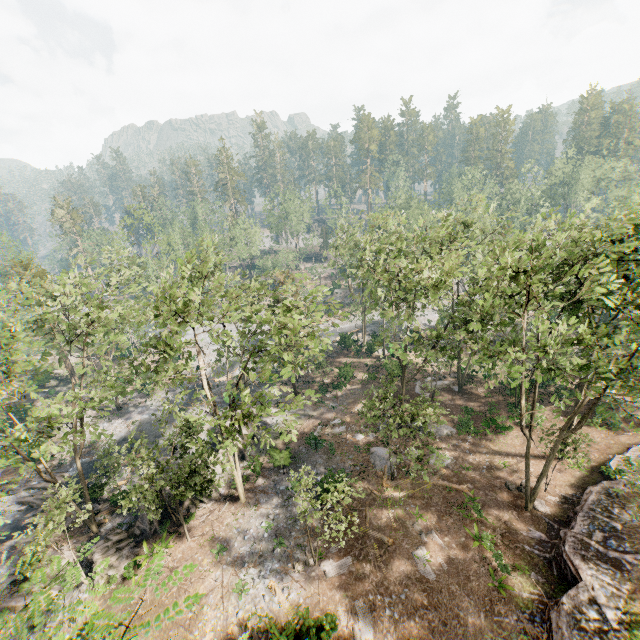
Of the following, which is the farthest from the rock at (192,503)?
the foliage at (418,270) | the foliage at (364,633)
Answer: the foliage at (364,633)

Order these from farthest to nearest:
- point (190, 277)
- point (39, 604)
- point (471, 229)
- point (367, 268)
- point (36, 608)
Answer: point (367, 268), point (471, 229), point (190, 277), point (36, 608), point (39, 604)

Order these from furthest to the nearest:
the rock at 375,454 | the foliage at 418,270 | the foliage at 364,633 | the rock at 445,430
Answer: the rock at 445,430 → the rock at 375,454 → the foliage at 364,633 → the foliage at 418,270

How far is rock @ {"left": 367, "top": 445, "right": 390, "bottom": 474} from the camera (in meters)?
26.89

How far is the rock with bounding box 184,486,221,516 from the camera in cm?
2475

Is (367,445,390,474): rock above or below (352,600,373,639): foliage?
above

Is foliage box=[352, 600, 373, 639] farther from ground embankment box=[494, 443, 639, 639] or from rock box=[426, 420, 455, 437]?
rock box=[426, 420, 455, 437]

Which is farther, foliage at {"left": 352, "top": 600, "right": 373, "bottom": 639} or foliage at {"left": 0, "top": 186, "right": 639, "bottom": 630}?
foliage at {"left": 352, "top": 600, "right": 373, "bottom": 639}
